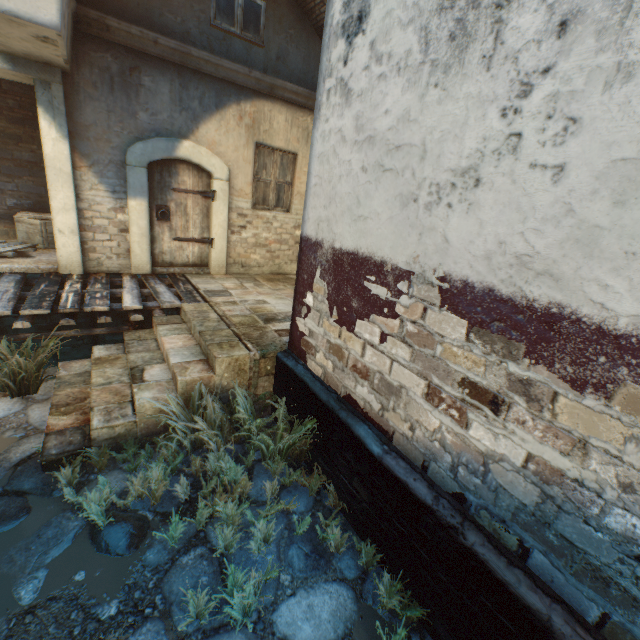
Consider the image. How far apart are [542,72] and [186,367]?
3.8 meters

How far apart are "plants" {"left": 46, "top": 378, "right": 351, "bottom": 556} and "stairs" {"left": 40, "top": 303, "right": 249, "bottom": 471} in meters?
0.0

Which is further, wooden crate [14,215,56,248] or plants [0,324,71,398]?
wooden crate [14,215,56,248]

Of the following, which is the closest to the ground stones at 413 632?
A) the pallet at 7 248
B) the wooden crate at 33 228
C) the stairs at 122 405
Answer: the stairs at 122 405

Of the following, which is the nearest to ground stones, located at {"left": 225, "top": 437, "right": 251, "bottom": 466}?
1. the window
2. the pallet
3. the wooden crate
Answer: the pallet

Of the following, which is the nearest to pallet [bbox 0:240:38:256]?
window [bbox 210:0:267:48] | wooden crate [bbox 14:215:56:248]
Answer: wooden crate [bbox 14:215:56:248]

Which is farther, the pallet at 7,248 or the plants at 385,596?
the pallet at 7,248

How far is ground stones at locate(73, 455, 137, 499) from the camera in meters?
2.9
